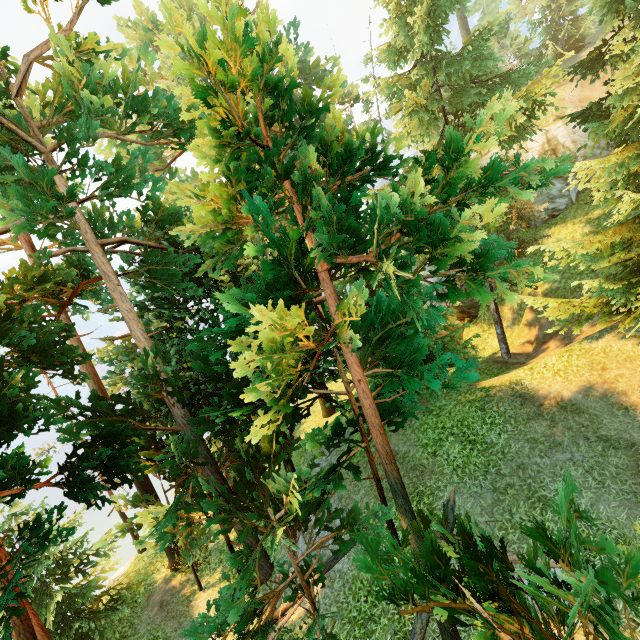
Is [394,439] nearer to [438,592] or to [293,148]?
[438,592]

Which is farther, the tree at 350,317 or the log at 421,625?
the log at 421,625

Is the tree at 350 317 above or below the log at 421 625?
above

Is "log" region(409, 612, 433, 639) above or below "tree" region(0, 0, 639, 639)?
below

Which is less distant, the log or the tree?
the tree
